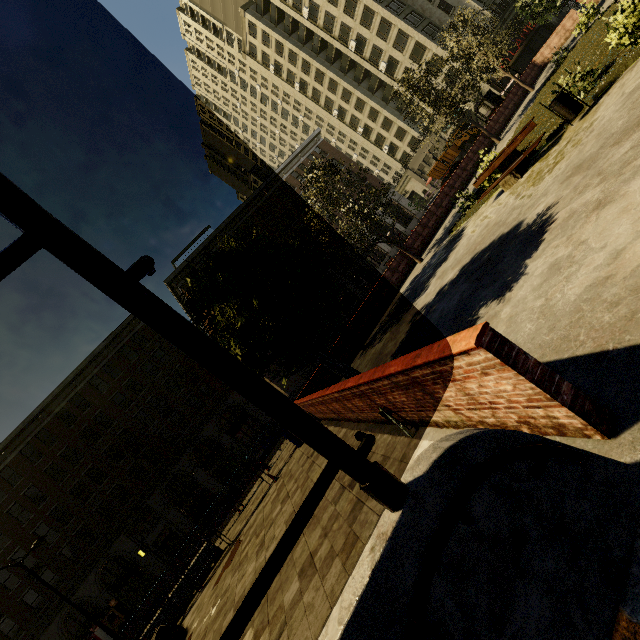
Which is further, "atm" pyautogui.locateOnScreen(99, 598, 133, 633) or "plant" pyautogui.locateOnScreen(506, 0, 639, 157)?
"atm" pyautogui.locateOnScreen(99, 598, 133, 633)

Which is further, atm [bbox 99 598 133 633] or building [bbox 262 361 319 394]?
building [bbox 262 361 319 394]

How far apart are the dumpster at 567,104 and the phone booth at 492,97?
21.70m

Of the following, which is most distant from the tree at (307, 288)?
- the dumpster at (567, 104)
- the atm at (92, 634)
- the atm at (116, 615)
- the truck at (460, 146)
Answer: the atm at (92, 634)

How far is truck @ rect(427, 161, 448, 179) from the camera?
45.9m

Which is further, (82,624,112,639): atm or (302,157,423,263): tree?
(82,624,112,639): atm

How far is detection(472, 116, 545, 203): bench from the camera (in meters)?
9.33

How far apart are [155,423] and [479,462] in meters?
36.9 m
